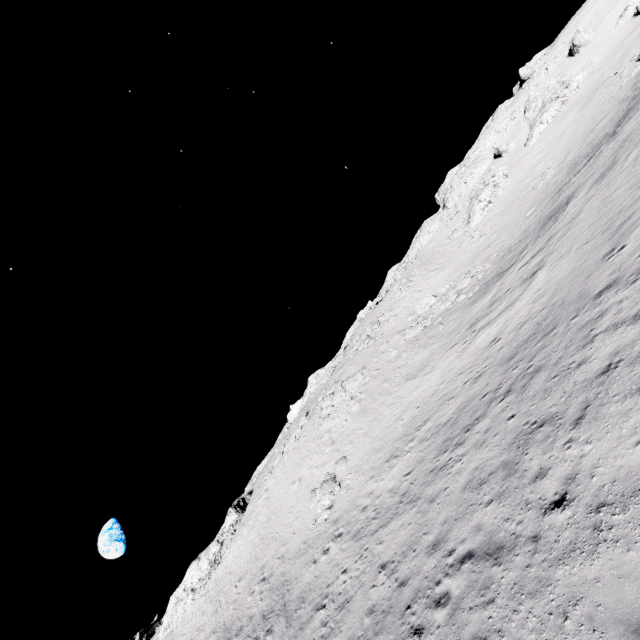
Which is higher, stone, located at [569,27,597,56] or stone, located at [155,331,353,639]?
stone, located at [569,27,597,56]

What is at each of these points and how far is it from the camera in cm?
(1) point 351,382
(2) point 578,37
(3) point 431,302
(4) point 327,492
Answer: (1) stone, 3441
(2) stone, 4872
(3) stone, 3472
(4) stone, 2306

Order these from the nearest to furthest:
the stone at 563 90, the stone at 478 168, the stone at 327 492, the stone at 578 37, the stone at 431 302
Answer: the stone at 327 492, the stone at 431 302, the stone at 478 168, the stone at 563 90, the stone at 578 37

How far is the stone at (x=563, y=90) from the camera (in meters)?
45.25

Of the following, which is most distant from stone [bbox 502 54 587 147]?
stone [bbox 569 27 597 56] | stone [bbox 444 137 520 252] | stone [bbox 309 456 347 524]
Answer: stone [bbox 309 456 347 524]

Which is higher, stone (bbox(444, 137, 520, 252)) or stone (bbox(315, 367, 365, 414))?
stone (bbox(444, 137, 520, 252))

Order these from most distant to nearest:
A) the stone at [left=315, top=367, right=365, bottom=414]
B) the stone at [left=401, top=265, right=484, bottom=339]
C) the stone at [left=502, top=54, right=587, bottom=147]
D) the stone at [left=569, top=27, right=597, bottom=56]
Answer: the stone at [left=569, top=27, right=597, bottom=56] < the stone at [left=502, top=54, right=587, bottom=147] < the stone at [left=315, top=367, right=365, bottom=414] < the stone at [left=401, top=265, right=484, bottom=339]

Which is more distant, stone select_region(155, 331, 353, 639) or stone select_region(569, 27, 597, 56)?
stone select_region(569, 27, 597, 56)
